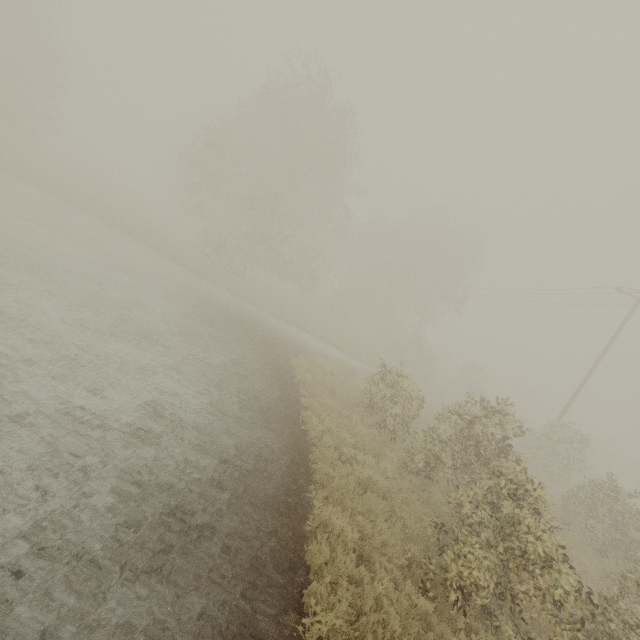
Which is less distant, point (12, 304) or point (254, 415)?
point (12, 304)
